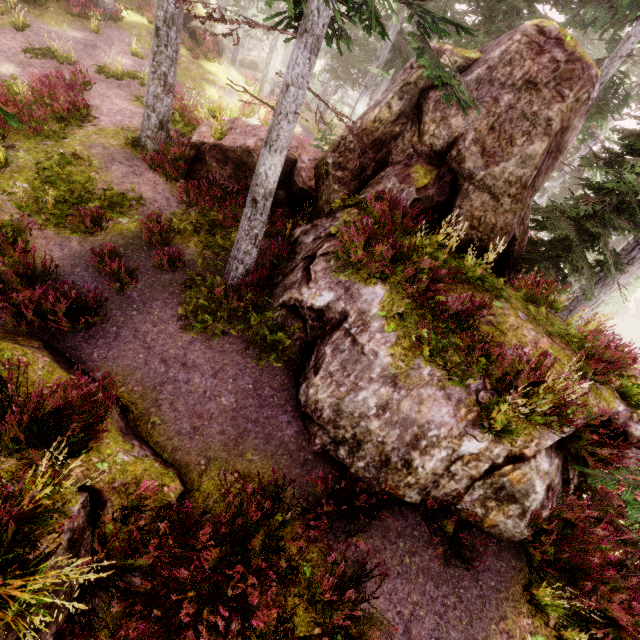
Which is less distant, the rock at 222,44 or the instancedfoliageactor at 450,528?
the instancedfoliageactor at 450,528

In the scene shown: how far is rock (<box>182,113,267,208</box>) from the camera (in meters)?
10.34

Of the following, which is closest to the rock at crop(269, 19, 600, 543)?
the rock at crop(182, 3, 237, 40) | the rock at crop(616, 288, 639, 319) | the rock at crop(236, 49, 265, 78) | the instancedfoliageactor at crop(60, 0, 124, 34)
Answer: the instancedfoliageactor at crop(60, 0, 124, 34)

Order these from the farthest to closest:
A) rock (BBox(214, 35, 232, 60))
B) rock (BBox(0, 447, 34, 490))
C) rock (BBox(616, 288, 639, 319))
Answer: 1. rock (BBox(616, 288, 639, 319))
2. rock (BBox(214, 35, 232, 60))
3. rock (BBox(0, 447, 34, 490))

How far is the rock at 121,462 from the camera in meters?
A: 3.5 m

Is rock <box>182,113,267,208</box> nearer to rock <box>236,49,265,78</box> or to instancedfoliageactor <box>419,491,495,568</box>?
instancedfoliageactor <box>419,491,495,568</box>

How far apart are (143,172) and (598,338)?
14.44m
